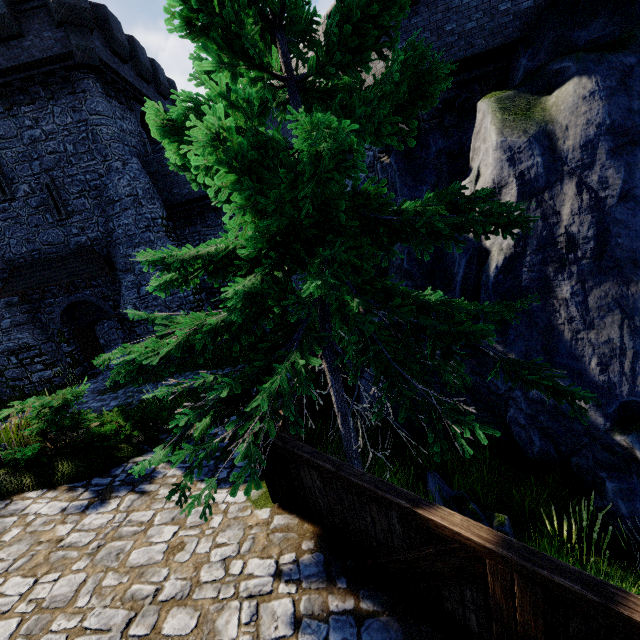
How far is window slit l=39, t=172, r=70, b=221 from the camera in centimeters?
1541cm

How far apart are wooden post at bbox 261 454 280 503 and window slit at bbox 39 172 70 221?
17.4m

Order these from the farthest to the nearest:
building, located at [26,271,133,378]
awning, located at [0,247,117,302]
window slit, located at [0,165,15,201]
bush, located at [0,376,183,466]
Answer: building, located at [26,271,133,378] < awning, located at [0,247,117,302] < window slit, located at [0,165,15,201] < bush, located at [0,376,183,466]

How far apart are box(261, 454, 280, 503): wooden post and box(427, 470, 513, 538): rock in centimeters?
224cm

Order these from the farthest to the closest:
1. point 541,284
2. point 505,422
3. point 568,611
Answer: point 505,422 → point 541,284 → point 568,611

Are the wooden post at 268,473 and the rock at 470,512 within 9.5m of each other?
yes

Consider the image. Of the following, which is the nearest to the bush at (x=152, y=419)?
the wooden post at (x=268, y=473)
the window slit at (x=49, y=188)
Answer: the wooden post at (x=268, y=473)

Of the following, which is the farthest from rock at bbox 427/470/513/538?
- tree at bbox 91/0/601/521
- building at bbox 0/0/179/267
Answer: building at bbox 0/0/179/267
